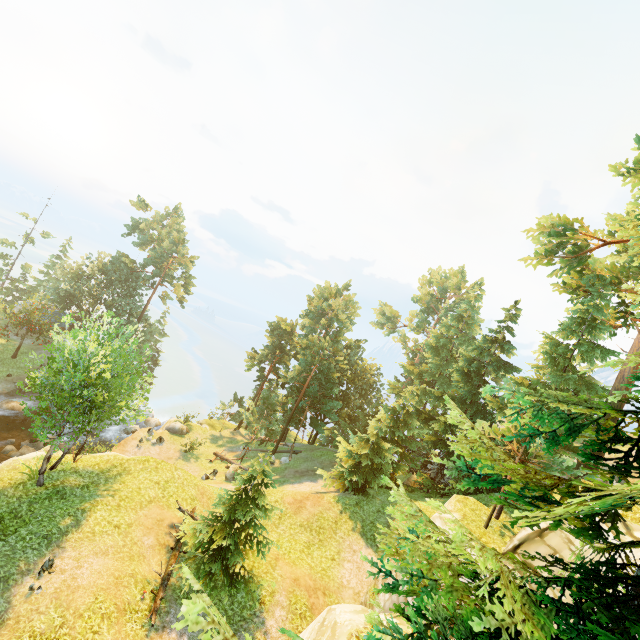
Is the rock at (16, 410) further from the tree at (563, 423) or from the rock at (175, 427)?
the tree at (563, 423)

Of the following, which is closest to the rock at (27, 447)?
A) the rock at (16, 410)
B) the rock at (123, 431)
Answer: the rock at (123, 431)

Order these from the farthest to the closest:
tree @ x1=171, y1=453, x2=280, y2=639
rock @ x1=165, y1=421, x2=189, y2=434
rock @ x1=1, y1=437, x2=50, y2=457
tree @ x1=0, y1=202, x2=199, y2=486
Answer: rock @ x1=165, y1=421, x2=189, y2=434 → rock @ x1=1, y1=437, x2=50, y2=457 → tree @ x1=0, y1=202, x2=199, y2=486 → tree @ x1=171, y1=453, x2=280, y2=639

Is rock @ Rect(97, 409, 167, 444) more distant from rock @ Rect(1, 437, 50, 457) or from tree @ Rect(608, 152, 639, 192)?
tree @ Rect(608, 152, 639, 192)

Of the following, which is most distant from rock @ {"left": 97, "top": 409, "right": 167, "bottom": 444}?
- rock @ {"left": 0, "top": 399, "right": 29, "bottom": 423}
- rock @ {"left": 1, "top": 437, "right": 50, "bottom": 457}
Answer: rock @ {"left": 0, "top": 399, "right": 29, "bottom": 423}

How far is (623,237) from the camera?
23.8 meters

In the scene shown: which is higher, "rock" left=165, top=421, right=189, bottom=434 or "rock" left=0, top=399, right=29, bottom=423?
"rock" left=165, top=421, right=189, bottom=434
